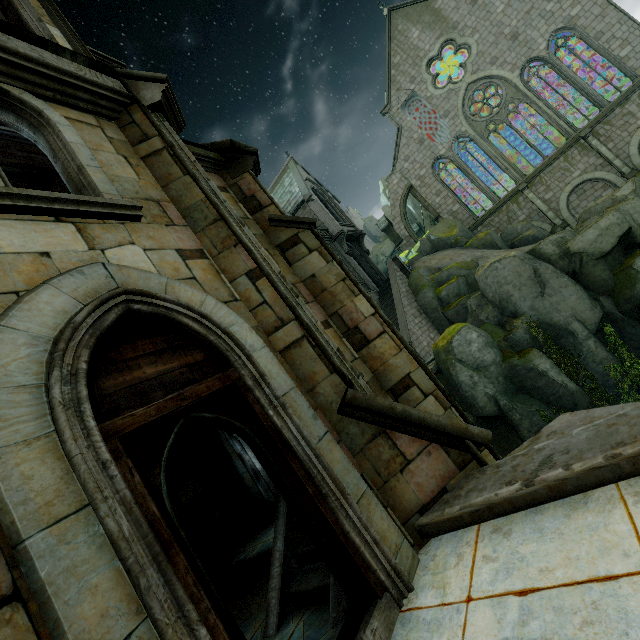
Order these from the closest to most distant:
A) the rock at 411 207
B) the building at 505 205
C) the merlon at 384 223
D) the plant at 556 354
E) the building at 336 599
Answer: the building at 336 599
the plant at 556 354
the building at 505 205
the merlon at 384 223
the rock at 411 207

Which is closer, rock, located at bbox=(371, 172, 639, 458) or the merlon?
rock, located at bbox=(371, 172, 639, 458)

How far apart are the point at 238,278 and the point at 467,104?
32.53m

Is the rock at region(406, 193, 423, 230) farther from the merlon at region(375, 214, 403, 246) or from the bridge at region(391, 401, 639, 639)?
the bridge at region(391, 401, 639, 639)

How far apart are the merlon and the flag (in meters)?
7.28

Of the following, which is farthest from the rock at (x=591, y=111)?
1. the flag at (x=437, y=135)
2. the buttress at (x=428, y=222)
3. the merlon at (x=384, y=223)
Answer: the flag at (x=437, y=135)

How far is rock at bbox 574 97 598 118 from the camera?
28.9 meters

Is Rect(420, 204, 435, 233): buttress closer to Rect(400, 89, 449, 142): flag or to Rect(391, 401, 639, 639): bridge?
Rect(400, 89, 449, 142): flag
